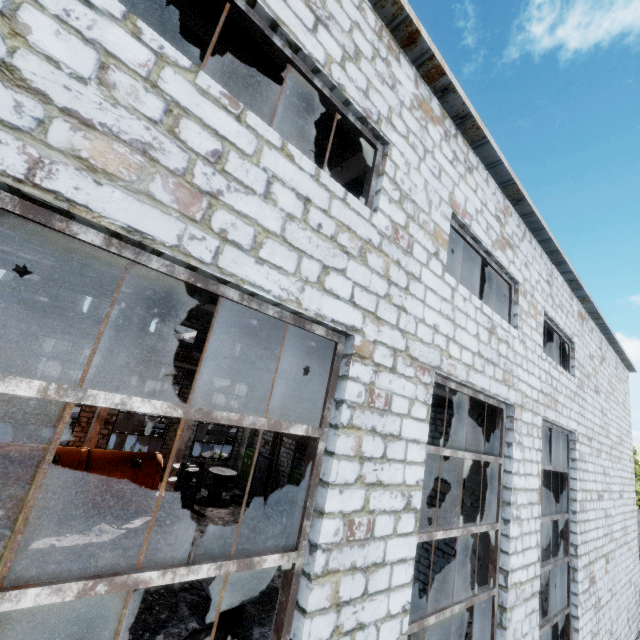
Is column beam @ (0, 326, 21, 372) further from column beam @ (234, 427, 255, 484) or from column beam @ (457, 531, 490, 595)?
column beam @ (457, 531, 490, 595)

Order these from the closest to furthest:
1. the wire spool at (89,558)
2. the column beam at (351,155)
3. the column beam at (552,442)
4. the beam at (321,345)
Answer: the beam at (321,345), the column beam at (351,155), the wire spool at (89,558), the column beam at (552,442)

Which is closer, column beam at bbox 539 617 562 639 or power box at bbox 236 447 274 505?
column beam at bbox 539 617 562 639

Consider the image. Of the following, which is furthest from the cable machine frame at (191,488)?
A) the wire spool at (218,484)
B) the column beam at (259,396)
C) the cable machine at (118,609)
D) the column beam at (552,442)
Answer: the column beam at (552,442)

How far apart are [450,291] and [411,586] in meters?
3.7 m

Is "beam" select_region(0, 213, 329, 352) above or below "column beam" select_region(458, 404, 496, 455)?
above

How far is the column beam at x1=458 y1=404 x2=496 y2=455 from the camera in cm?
671

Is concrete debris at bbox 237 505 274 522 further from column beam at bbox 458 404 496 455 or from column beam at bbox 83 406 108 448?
column beam at bbox 458 404 496 455
